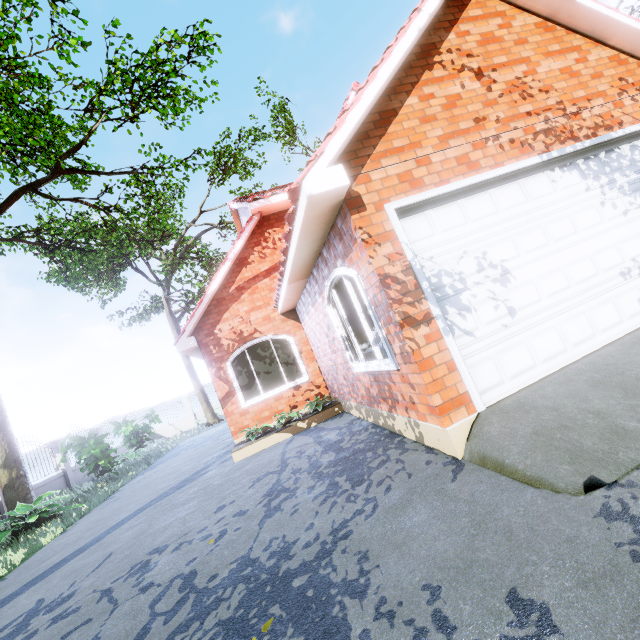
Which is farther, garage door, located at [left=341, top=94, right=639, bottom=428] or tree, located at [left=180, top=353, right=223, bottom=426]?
tree, located at [left=180, top=353, right=223, bottom=426]

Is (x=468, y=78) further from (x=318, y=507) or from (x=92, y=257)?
(x=92, y=257)

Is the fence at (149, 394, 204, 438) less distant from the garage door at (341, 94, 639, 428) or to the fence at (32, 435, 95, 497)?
the fence at (32, 435, 95, 497)

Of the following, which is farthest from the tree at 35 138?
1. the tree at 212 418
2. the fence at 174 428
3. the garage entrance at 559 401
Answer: the fence at 174 428

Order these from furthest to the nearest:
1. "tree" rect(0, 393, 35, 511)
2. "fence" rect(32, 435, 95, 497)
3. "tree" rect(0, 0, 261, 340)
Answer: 1. "fence" rect(32, 435, 95, 497)
2. "tree" rect(0, 393, 35, 511)
3. "tree" rect(0, 0, 261, 340)

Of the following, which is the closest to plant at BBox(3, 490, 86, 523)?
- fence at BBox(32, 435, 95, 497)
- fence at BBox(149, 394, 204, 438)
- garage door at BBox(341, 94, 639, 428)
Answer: fence at BBox(32, 435, 95, 497)

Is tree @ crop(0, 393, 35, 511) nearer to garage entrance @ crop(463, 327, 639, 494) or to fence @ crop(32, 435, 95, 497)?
fence @ crop(32, 435, 95, 497)

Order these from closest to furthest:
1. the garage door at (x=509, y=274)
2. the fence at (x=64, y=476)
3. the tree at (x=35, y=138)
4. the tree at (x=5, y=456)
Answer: the garage door at (x=509, y=274), the tree at (x=35, y=138), the tree at (x=5, y=456), the fence at (x=64, y=476)
